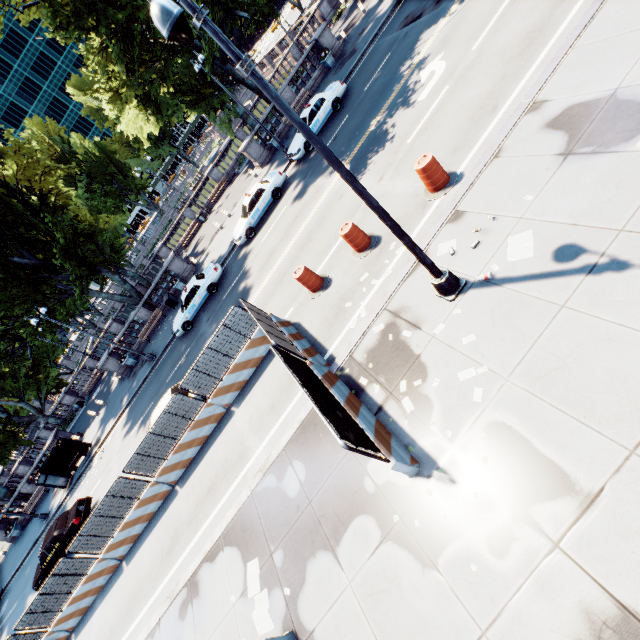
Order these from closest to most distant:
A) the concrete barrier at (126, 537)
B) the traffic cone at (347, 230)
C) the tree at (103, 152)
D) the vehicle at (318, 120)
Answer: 1. the traffic cone at (347, 230)
2. the concrete barrier at (126, 537)
3. the vehicle at (318, 120)
4. the tree at (103, 152)

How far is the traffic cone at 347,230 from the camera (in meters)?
10.64

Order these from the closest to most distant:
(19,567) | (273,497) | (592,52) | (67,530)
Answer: (592,52) < (273,497) < (67,530) < (19,567)

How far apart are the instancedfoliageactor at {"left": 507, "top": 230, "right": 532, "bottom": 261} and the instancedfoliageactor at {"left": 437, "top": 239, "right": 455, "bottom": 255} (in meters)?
1.21

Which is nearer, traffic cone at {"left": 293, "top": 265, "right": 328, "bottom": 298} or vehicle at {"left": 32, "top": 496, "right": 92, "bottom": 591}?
traffic cone at {"left": 293, "top": 265, "right": 328, "bottom": 298}

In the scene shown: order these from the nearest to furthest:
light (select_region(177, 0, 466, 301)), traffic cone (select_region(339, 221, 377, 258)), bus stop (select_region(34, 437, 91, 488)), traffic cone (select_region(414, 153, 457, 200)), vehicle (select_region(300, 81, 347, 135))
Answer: light (select_region(177, 0, 466, 301)) < traffic cone (select_region(414, 153, 457, 200)) < traffic cone (select_region(339, 221, 377, 258)) < vehicle (select_region(300, 81, 347, 135)) < bus stop (select_region(34, 437, 91, 488))

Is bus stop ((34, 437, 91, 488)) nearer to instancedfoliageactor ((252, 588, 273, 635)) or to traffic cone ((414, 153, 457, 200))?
instancedfoliageactor ((252, 588, 273, 635))

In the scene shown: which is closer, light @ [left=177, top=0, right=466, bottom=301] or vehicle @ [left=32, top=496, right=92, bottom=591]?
light @ [left=177, top=0, right=466, bottom=301]
